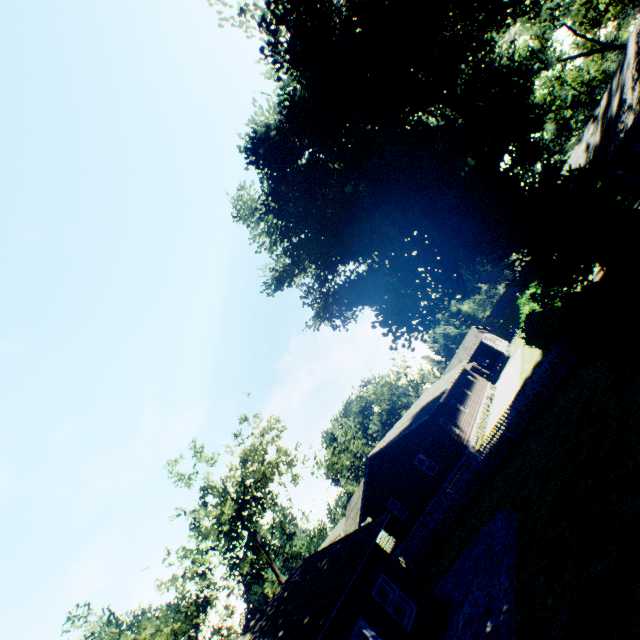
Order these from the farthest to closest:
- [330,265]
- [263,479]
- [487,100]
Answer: [263,479] < [487,100] < [330,265]

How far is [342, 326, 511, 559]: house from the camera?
24.2m

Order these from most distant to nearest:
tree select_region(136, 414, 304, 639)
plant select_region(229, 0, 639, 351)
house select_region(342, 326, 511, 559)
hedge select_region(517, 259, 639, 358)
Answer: house select_region(342, 326, 511, 559) < tree select_region(136, 414, 304, 639) < plant select_region(229, 0, 639, 351) < hedge select_region(517, 259, 639, 358)

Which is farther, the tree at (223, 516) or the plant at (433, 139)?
the tree at (223, 516)

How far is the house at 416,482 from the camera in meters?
24.2

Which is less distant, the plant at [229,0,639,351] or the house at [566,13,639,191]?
the house at [566,13,639,191]

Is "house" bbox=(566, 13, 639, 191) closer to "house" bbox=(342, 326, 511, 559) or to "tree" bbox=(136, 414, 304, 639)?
"house" bbox=(342, 326, 511, 559)
